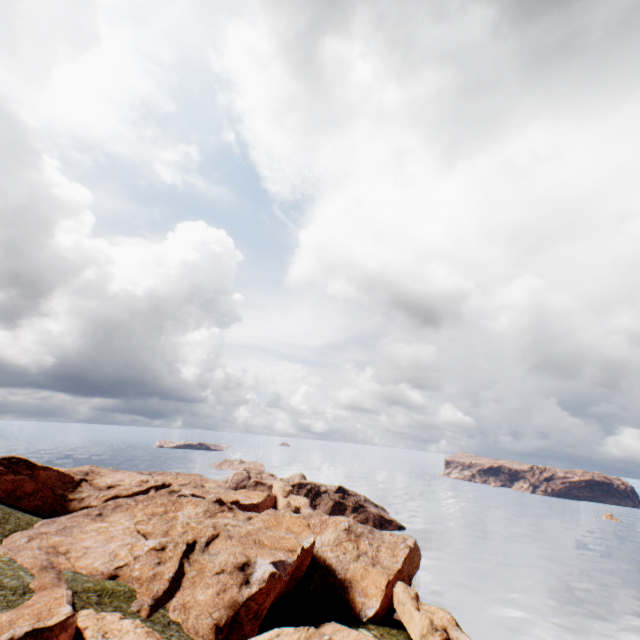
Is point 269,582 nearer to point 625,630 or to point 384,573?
point 384,573
